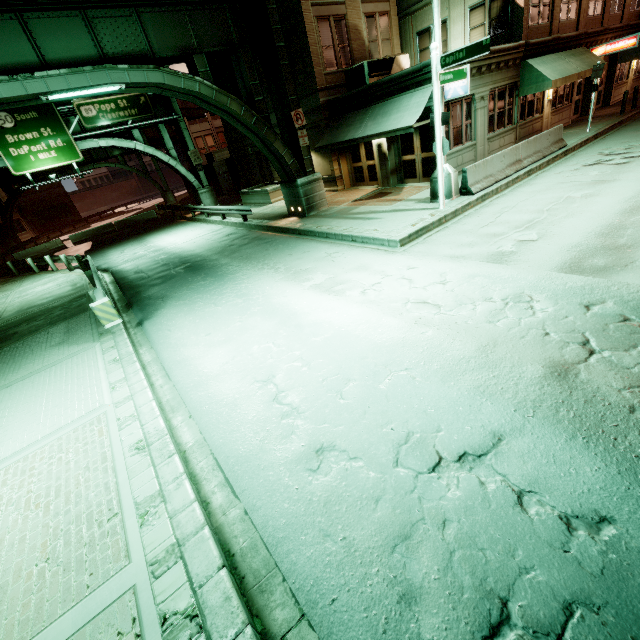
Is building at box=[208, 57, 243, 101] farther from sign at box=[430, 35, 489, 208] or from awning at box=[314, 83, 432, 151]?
sign at box=[430, 35, 489, 208]

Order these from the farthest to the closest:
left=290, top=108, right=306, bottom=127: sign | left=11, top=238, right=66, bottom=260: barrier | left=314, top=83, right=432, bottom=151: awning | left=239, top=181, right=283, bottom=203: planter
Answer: left=11, top=238, right=66, bottom=260: barrier → left=239, top=181, right=283, bottom=203: planter → left=290, top=108, right=306, bottom=127: sign → left=314, top=83, right=432, bottom=151: awning

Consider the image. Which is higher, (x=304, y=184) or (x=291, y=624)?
(x=304, y=184)

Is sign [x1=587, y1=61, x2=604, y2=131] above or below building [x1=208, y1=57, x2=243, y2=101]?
below

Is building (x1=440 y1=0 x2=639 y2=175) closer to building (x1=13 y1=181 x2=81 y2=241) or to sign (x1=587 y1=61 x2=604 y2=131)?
sign (x1=587 y1=61 x2=604 y2=131)

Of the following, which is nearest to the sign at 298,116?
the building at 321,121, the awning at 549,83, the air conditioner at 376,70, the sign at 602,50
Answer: the building at 321,121

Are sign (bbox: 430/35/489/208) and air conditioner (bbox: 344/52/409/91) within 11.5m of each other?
yes

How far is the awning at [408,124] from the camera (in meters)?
13.48
